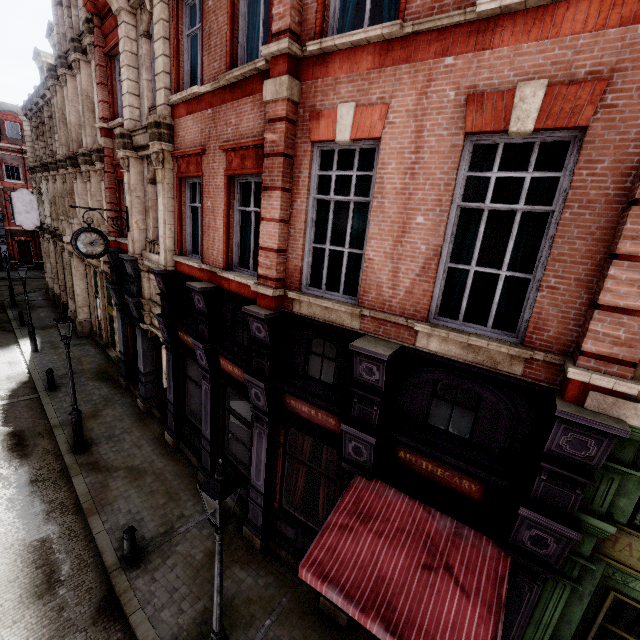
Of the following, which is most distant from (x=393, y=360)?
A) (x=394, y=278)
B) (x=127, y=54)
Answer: (x=127, y=54)

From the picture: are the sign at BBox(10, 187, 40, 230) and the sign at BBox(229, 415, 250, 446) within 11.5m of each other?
no

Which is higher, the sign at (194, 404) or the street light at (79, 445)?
the sign at (194, 404)

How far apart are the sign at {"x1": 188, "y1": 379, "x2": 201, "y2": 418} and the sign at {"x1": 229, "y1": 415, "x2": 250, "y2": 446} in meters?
1.3

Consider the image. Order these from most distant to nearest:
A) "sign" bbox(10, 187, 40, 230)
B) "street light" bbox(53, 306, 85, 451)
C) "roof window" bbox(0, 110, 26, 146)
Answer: "roof window" bbox(0, 110, 26, 146) < "sign" bbox(10, 187, 40, 230) < "street light" bbox(53, 306, 85, 451)

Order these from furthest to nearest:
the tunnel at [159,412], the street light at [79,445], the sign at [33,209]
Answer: the sign at [33,209] → the tunnel at [159,412] → the street light at [79,445]

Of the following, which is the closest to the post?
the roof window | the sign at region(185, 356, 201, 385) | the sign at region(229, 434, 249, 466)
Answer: the sign at region(229, 434, 249, 466)

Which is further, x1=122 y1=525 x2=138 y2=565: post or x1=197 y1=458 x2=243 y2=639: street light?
x1=122 y1=525 x2=138 y2=565: post
